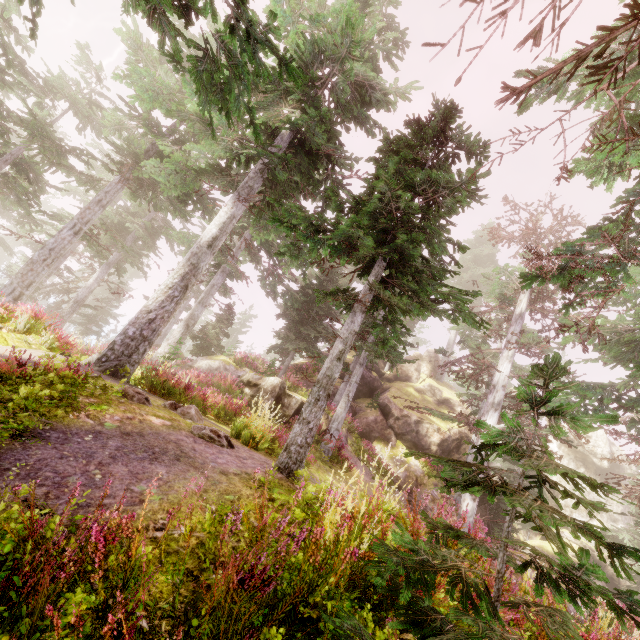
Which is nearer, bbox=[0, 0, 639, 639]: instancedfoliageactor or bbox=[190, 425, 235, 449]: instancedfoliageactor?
bbox=[0, 0, 639, 639]: instancedfoliageactor

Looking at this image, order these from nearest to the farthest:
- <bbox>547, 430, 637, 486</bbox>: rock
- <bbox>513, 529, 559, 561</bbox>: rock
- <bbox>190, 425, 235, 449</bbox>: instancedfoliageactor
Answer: <bbox>190, 425, 235, 449</bbox>: instancedfoliageactor → <bbox>513, 529, 559, 561</bbox>: rock → <bbox>547, 430, 637, 486</bbox>: rock

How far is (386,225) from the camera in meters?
7.0 m

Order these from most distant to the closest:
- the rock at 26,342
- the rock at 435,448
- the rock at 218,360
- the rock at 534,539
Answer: the rock at 534,539, the rock at 435,448, the rock at 218,360, the rock at 26,342

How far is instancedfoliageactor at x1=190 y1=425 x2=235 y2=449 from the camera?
5.51m

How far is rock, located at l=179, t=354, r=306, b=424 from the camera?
15.35m

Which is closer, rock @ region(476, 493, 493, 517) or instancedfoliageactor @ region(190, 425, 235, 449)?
instancedfoliageactor @ region(190, 425, 235, 449)

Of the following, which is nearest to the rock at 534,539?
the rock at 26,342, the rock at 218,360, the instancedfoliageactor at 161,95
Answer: the instancedfoliageactor at 161,95
